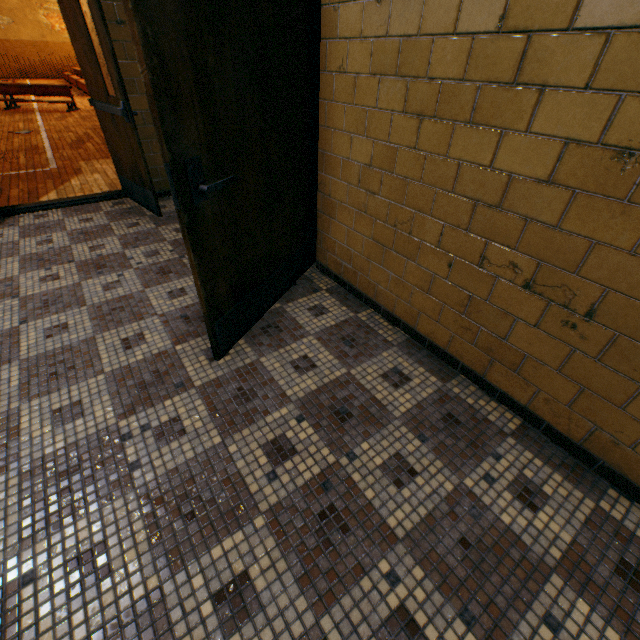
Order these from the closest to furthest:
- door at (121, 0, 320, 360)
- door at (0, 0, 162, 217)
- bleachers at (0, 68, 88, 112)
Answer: door at (121, 0, 320, 360) < door at (0, 0, 162, 217) < bleachers at (0, 68, 88, 112)

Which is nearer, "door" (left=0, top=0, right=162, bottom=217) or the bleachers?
"door" (left=0, top=0, right=162, bottom=217)

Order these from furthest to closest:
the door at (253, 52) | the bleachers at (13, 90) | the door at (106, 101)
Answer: the bleachers at (13, 90)
the door at (106, 101)
the door at (253, 52)

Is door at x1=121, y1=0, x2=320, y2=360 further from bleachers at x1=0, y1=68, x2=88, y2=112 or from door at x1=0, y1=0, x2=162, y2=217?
bleachers at x1=0, y1=68, x2=88, y2=112

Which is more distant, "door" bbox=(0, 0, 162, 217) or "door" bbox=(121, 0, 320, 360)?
"door" bbox=(0, 0, 162, 217)

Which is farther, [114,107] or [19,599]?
[114,107]

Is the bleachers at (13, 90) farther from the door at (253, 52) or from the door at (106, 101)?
the door at (253, 52)
